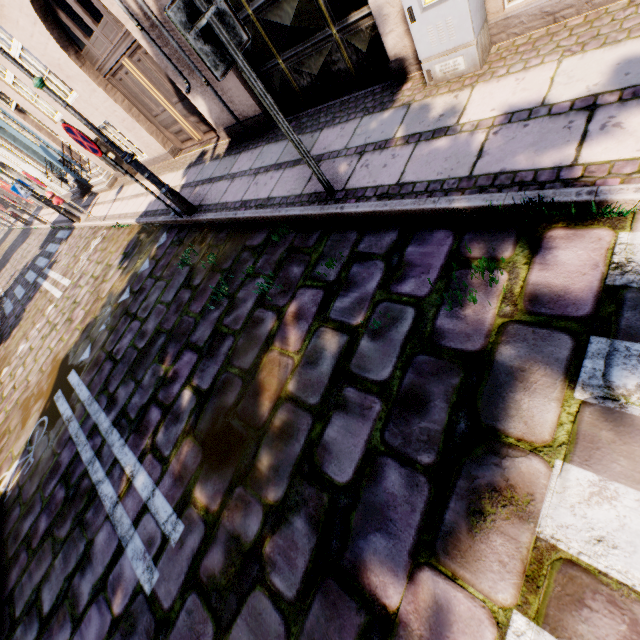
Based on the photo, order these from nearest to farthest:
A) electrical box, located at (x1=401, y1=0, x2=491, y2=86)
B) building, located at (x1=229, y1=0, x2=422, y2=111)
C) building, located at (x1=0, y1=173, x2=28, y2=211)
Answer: electrical box, located at (x1=401, y1=0, x2=491, y2=86) < building, located at (x1=229, y1=0, x2=422, y2=111) < building, located at (x1=0, y1=173, x2=28, y2=211)

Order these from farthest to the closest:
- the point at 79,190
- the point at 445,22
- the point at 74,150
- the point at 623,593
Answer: the point at 79,190, the point at 74,150, the point at 445,22, the point at 623,593

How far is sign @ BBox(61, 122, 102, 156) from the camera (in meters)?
4.41

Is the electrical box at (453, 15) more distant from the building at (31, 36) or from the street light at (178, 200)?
the street light at (178, 200)

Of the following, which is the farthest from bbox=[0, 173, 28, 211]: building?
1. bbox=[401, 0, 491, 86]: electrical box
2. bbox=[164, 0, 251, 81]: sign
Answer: bbox=[164, 0, 251, 81]: sign

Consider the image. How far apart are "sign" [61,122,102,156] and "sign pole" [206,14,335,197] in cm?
331

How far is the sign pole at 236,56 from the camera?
2.36m

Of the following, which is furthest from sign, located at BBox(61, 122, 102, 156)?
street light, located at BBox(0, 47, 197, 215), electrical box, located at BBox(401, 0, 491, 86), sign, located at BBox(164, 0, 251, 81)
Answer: electrical box, located at BBox(401, 0, 491, 86)
